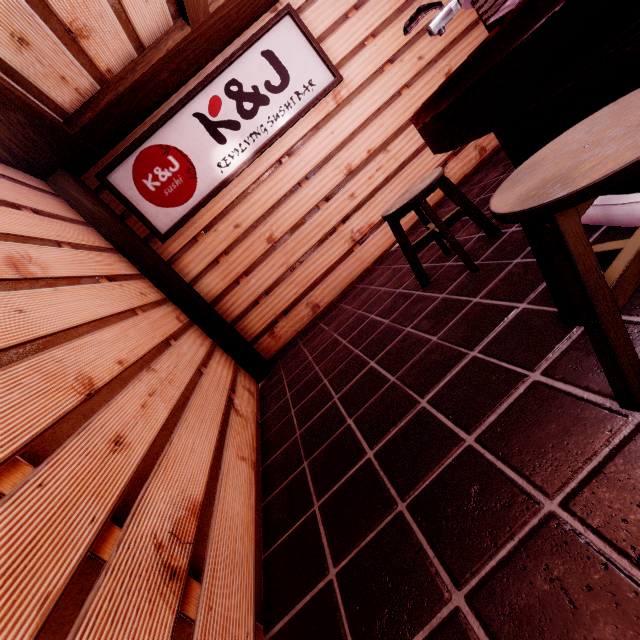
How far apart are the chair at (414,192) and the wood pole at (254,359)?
3.67m

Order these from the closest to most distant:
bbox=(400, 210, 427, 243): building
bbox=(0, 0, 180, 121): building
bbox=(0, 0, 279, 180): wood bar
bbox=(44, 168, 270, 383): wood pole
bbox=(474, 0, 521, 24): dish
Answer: bbox=(474, 0, 521, 24): dish
bbox=(0, 0, 180, 121): building
bbox=(0, 0, 279, 180): wood bar
bbox=(44, 168, 270, 383): wood pole
bbox=(400, 210, 427, 243): building

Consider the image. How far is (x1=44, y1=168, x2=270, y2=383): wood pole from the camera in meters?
5.6 m

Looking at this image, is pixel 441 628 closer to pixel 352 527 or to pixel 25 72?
pixel 352 527

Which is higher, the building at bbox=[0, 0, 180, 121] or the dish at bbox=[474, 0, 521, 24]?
the building at bbox=[0, 0, 180, 121]

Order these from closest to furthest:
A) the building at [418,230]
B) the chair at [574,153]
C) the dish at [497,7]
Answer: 1. the chair at [574,153]
2. the dish at [497,7]
3. the building at [418,230]

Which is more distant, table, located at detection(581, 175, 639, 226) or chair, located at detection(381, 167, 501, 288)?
chair, located at detection(381, 167, 501, 288)

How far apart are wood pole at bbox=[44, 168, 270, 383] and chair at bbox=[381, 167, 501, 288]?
3.67m
